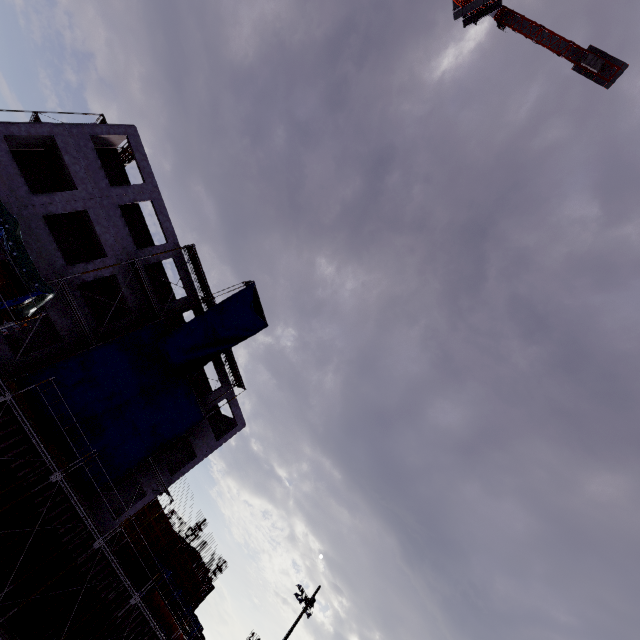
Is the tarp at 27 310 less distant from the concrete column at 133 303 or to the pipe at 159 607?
the concrete column at 133 303

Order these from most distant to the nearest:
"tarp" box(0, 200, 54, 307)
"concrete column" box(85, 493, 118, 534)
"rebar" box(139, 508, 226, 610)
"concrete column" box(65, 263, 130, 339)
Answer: "rebar" box(139, 508, 226, 610)
"concrete column" box(85, 493, 118, 534)
"concrete column" box(65, 263, 130, 339)
"tarp" box(0, 200, 54, 307)

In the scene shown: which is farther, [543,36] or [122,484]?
[543,36]

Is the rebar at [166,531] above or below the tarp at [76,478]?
above

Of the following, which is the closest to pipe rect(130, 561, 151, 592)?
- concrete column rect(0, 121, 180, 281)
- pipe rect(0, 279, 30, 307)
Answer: concrete column rect(0, 121, 180, 281)

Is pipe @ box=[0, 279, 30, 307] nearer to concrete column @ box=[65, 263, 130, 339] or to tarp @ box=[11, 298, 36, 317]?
tarp @ box=[11, 298, 36, 317]

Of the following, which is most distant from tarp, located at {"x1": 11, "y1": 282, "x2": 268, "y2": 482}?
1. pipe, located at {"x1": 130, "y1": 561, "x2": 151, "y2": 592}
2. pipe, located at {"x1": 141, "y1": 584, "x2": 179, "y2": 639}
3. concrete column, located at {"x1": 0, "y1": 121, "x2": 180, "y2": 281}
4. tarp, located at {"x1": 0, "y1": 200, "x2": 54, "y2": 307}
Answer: tarp, located at {"x1": 0, "y1": 200, "x2": 54, "y2": 307}

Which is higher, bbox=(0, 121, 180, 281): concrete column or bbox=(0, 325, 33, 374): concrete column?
bbox=(0, 121, 180, 281): concrete column
